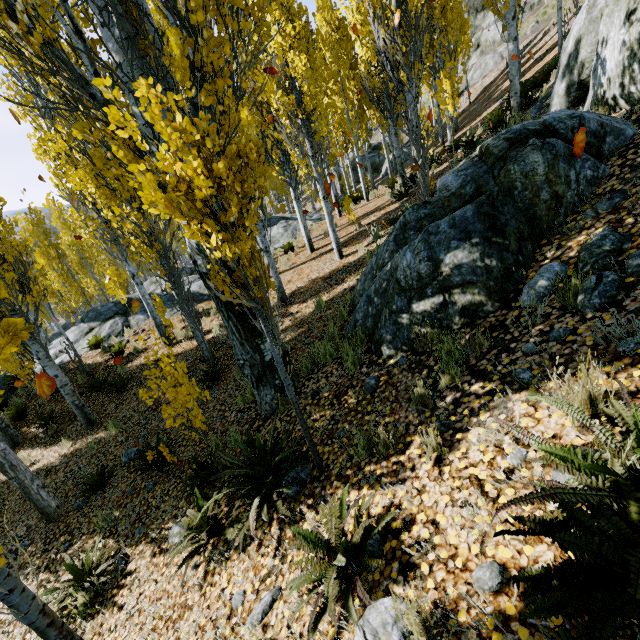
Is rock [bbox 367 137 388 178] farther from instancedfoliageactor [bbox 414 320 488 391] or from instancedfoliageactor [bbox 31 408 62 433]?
instancedfoliageactor [bbox 414 320 488 391]

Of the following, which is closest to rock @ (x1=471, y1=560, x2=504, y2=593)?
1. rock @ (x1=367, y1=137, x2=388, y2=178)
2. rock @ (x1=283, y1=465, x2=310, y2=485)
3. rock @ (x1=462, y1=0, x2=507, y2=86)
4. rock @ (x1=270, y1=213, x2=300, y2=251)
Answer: rock @ (x1=283, y1=465, x2=310, y2=485)

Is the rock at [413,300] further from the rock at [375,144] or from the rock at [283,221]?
the rock at [283,221]

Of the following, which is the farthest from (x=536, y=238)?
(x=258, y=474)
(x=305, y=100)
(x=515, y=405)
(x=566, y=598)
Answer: (x=305, y=100)

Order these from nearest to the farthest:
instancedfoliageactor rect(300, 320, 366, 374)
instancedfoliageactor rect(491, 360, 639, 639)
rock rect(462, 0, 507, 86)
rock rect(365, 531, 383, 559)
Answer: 1. instancedfoliageactor rect(491, 360, 639, 639)
2. rock rect(365, 531, 383, 559)
3. instancedfoliageactor rect(300, 320, 366, 374)
4. rock rect(462, 0, 507, 86)

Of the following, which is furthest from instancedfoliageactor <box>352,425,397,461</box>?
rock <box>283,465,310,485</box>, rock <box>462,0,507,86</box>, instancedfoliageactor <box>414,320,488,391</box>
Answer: rock <box>462,0,507,86</box>

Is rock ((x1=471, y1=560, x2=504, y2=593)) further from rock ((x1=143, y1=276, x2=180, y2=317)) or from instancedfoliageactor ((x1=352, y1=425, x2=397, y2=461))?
rock ((x1=143, y1=276, x2=180, y2=317))
